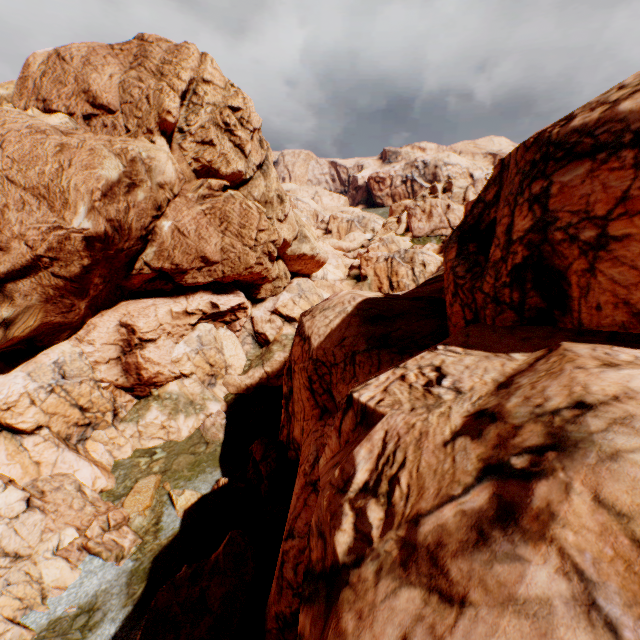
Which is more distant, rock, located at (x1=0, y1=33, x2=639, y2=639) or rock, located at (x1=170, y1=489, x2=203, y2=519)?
rock, located at (x1=170, y1=489, x2=203, y2=519)

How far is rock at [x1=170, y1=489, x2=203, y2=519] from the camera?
21.4m

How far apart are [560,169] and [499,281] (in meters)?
3.14

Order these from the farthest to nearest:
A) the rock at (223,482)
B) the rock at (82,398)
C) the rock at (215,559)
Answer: the rock at (223,482)
the rock at (215,559)
the rock at (82,398)

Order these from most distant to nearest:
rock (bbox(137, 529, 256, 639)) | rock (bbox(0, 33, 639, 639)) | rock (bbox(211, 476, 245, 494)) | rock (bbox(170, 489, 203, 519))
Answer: rock (bbox(211, 476, 245, 494))
rock (bbox(170, 489, 203, 519))
rock (bbox(137, 529, 256, 639))
rock (bbox(0, 33, 639, 639))

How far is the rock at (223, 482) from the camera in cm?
2256
